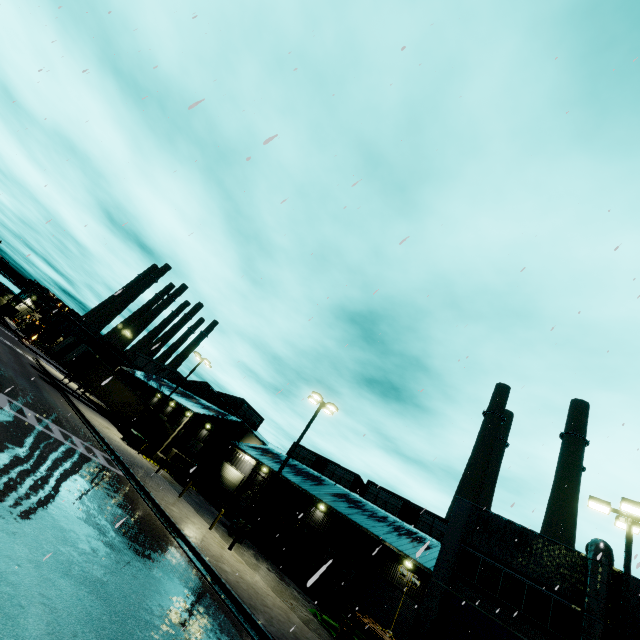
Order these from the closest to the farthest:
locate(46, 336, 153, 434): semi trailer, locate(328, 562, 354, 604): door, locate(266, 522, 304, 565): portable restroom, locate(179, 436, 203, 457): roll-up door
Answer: locate(266, 522, 304, 565): portable restroom, locate(328, 562, 354, 604): door, locate(46, 336, 153, 434): semi trailer, locate(179, 436, 203, 457): roll-up door

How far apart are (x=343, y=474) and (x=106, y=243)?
34.2m

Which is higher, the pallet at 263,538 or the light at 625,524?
the light at 625,524

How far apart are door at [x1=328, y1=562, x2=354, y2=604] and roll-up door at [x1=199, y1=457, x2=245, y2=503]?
15.0 meters

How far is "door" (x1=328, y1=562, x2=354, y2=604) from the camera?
26.7 meters

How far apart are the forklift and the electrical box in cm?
1026

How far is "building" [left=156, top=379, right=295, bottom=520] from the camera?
33.72m

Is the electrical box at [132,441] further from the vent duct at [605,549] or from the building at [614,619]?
the vent duct at [605,549]
